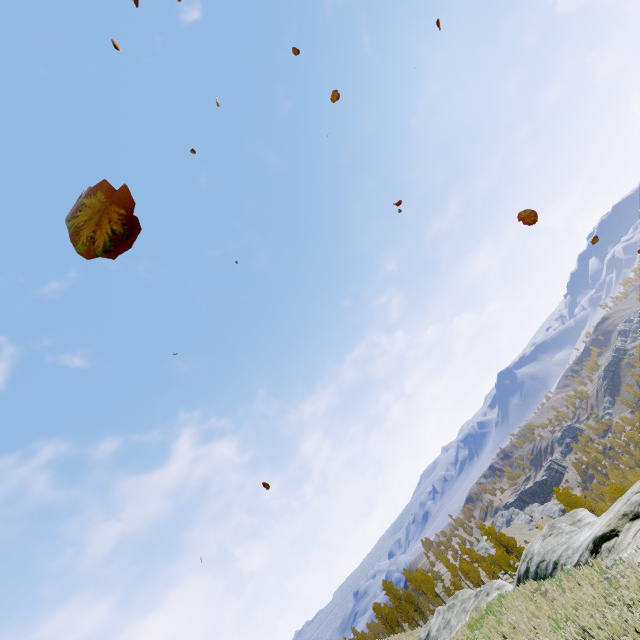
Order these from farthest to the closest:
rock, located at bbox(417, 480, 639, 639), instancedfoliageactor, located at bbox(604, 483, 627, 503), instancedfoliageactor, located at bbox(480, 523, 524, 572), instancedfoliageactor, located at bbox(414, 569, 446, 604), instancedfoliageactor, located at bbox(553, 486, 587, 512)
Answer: instancedfoliageactor, located at bbox(414, 569, 446, 604) < instancedfoliageactor, located at bbox(553, 486, 587, 512) < instancedfoliageactor, located at bbox(480, 523, 524, 572) < instancedfoliageactor, located at bbox(604, 483, 627, 503) < rock, located at bbox(417, 480, 639, 639)

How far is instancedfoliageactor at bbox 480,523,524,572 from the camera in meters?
45.3 m

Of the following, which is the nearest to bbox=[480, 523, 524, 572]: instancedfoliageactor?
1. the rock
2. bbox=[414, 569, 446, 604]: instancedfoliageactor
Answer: the rock

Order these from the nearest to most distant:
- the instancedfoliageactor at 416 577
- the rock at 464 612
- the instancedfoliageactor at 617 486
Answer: the rock at 464 612
the instancedfoliageactor at 617 486
the instancedfoliageactor at 416 577

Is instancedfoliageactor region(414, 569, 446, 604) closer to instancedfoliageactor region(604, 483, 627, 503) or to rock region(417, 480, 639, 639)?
rock region(417, 480, 639, 639)

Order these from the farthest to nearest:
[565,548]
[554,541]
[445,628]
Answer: [445,628] < [554,541] < [565,548]

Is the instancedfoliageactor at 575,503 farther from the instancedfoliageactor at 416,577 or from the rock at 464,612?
the instancedfoliageactor at 416,577
